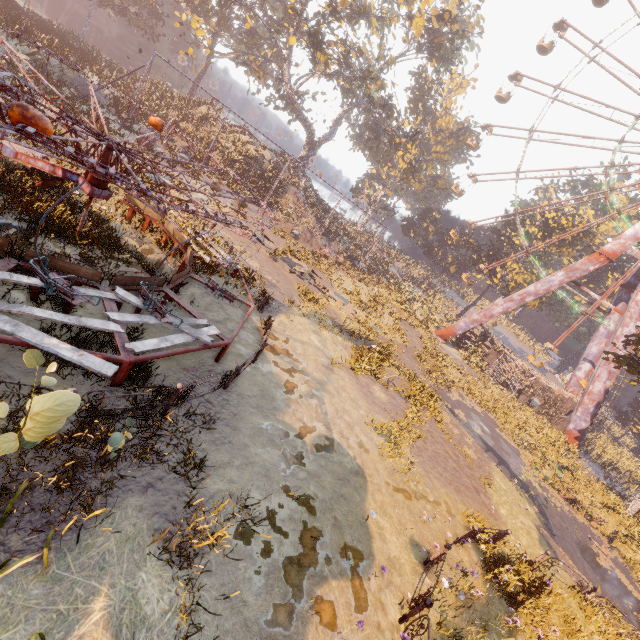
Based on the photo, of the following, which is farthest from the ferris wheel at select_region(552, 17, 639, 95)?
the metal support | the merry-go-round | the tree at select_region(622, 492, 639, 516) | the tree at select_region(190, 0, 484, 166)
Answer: the merry-go-round

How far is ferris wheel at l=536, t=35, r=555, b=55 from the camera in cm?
3350

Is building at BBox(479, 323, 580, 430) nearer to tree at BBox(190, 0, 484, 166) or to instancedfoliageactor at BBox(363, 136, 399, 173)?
instancedfoliageactor at BBox(363, 136, 399, 173)

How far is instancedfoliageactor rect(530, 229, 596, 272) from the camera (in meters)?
40.09

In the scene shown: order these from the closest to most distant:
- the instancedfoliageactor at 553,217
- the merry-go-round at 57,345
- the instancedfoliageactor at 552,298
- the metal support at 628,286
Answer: the merry-go-round at 57,345 < the metal support at 628,286 < the instancedfoliageactor at 553,217 < the instancedfoliageactor at 552,298

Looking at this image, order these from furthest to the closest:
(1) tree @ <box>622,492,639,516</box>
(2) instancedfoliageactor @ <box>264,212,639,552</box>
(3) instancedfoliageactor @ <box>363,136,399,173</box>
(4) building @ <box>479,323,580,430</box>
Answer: (3) instancedfoliageactor @ <box>363,136,399,173</box> → (4) building @ <box>479,323,580,430</box> → (1) tree @ <box>622,492,639,516</box> → (2) instancedfoliageactor @ <box>264,212,639,552</box>

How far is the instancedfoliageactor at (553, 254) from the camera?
40.1m

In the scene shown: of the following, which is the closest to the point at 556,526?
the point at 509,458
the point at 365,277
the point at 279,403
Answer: the point at 509,458
